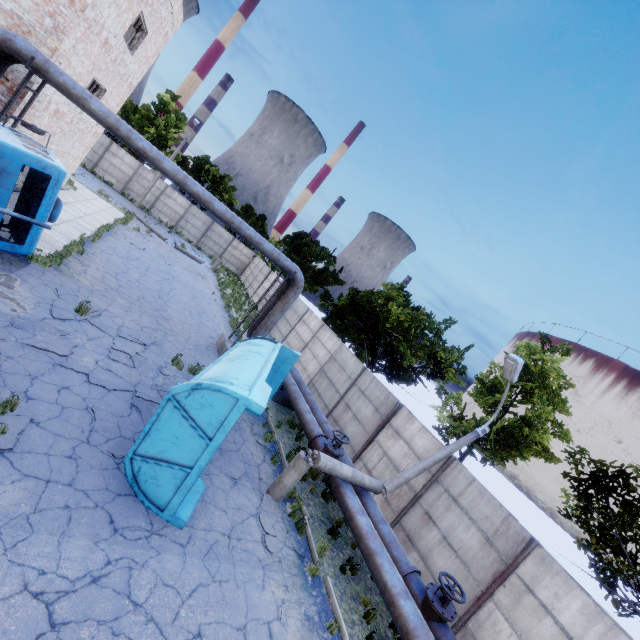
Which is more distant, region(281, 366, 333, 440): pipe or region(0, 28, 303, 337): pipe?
region(281, 366, 333, 440): pipe

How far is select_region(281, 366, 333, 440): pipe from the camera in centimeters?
1176cm

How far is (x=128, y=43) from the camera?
18.6m

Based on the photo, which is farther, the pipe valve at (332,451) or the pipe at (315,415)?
the pipe at (315,415)

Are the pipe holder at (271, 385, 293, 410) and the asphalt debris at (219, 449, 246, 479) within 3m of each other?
no

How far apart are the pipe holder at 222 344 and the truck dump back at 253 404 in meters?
7.4 m

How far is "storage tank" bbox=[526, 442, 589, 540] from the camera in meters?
55.7 m

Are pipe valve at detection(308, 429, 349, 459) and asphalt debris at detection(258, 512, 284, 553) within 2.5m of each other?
yes
